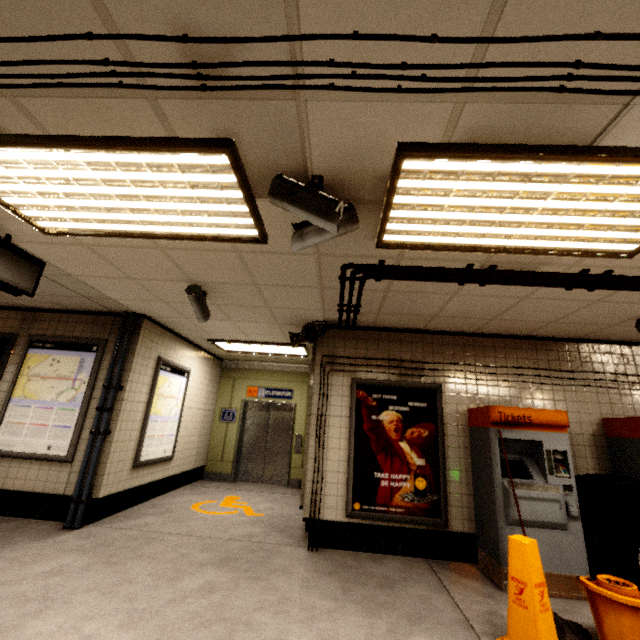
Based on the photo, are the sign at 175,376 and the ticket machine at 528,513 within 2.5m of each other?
no

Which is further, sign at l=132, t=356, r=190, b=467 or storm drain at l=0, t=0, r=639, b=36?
sign at l=132, t=356, r=190, b=467

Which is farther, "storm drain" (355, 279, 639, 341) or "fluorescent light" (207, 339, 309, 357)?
"fluorescent light" (207, 339, 309, 357)

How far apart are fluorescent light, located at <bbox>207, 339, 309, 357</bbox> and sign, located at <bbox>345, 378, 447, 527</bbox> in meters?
1.8 m

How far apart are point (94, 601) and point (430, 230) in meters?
4.0

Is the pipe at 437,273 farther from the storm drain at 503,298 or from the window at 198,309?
the window at 198,309

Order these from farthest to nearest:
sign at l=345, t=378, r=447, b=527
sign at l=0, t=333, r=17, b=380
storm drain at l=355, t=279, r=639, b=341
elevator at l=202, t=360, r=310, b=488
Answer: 1. elevator at l=202, t=360, r=310, b=488
2. sign at l=0, t=333, r=17, b=380
3. sign at l=345, t=378, r=447, b=527
4. storm drain at l=355, t=279, r=639, b=341

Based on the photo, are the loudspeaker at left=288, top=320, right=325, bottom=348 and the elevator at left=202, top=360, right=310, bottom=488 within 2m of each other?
no
